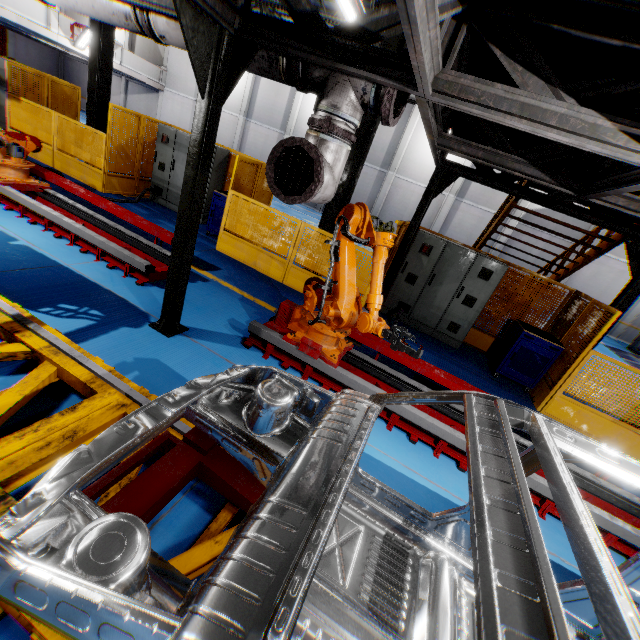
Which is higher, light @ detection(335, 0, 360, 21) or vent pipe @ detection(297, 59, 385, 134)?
light @ detection(335, 0, 360, 21)

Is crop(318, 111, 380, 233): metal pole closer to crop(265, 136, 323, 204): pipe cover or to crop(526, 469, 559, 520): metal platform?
crop(526, 469, 559, 520): metal platform

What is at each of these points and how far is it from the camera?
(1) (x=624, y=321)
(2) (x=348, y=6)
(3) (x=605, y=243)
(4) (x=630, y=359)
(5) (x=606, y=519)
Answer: (1) cement column, 18.3 meters
(2) light, 10.8 meters
(3) metal stair, 6.8 meters
(4) metal ramp, 14.5 meters
(5) metal platform, 3.5 meters

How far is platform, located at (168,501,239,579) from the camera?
2.00m

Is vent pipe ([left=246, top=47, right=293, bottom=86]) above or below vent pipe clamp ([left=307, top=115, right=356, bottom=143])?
above

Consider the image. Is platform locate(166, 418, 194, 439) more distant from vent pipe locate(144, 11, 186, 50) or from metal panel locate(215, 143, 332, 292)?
metal panel locate(215, 143, 332, 292)

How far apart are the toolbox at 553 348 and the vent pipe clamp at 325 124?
5.3m

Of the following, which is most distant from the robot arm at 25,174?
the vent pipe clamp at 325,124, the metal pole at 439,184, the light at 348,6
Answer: the light at 348,6
